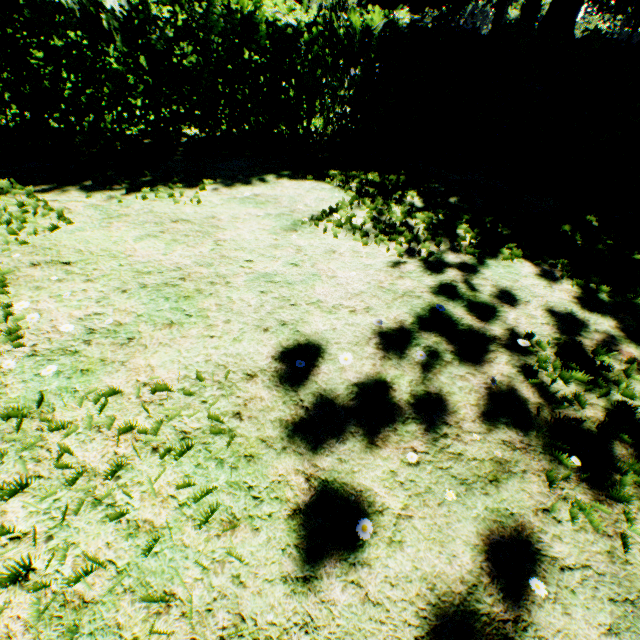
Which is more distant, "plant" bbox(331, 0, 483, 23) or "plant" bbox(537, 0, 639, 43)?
"plant" bbox(331, 0, 483, 23)

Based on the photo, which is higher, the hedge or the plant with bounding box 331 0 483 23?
the plant with bounding box 331 0 483 23

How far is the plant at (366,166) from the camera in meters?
3.9

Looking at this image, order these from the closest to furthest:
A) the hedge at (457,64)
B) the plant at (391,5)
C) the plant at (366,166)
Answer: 1. the plant at (366,166)
2. the hedge at (457,64)
3. the plant at (391,5)

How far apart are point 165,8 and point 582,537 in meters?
8.8 m

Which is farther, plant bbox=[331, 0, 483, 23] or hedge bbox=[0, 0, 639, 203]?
plant bbox=[331, 0, 483, 23]

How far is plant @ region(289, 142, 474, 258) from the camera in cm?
389
